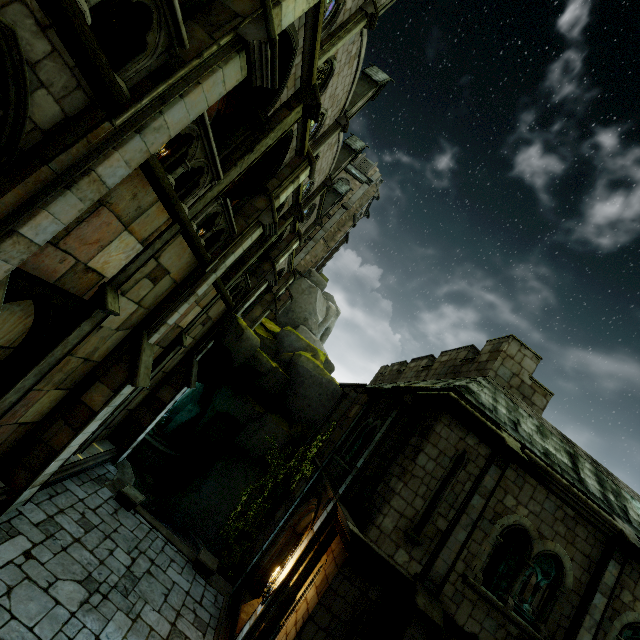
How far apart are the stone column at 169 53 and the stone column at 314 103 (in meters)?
2.88

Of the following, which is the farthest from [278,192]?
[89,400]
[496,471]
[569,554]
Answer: [569,554]

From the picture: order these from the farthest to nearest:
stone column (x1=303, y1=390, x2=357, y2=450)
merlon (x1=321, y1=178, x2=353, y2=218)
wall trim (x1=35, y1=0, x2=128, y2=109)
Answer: merlon (x1=321, y1=178, x2=353, y2=218)
stone column (x1=303, y1=390, x2=357, y2=450)
wall trim (x1=35, y1=0, x2=128, y2=109)

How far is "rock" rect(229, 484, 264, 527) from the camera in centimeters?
Answer: 1648cm

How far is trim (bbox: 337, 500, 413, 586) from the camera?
7.7m

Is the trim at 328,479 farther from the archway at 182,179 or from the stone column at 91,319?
the archway at 182,179

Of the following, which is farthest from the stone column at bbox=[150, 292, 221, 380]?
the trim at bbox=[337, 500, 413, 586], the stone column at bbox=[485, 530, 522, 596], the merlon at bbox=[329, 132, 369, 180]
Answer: the stone column at bbox=[485, 530, 522, 596]

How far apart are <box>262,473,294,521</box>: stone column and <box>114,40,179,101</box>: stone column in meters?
16.3 m
